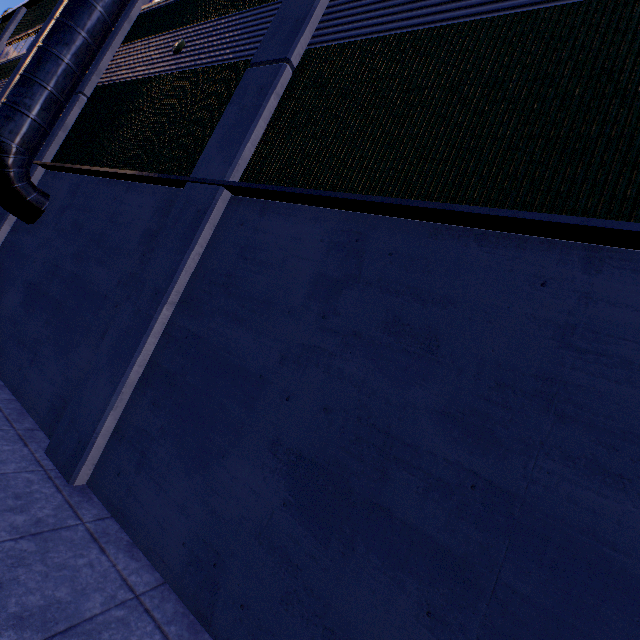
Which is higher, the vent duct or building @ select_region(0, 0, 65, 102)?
building @ select_region(0, 0, 65, 102)

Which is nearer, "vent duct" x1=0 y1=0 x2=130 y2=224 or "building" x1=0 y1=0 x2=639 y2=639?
"building" x1=0 y1=0 x2=639 y2=639

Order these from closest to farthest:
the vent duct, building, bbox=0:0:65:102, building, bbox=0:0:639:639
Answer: building, bbox=0:0:639:639
the vent duct
building, bbox=0:0:65:102

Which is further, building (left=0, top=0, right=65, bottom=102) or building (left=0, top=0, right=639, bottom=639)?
building (left=0, top=0, right=65, bottom=102)

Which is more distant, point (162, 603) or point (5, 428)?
point (5, 428)

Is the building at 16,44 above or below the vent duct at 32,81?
above

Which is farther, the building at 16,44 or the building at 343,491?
the building at 16,44
